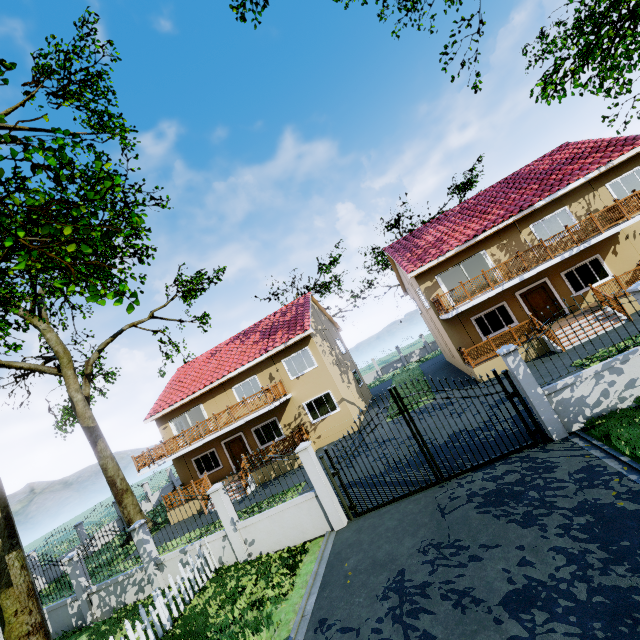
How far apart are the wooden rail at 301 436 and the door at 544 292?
14.4 meters

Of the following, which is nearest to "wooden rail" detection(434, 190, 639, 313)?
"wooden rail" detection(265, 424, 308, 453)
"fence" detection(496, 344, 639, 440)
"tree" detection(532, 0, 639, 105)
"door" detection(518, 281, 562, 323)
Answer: "door" detection(518, 281, 562, 323)

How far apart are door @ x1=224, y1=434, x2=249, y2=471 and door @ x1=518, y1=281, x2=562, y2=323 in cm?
1861

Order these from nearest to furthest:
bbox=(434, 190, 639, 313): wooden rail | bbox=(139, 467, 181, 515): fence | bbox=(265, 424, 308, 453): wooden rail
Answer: bbox=(434, 190, 639, 313): wooden rail < bbox=(265, 424, 308, 453): wooden rail < bbox=(139, 467, 181, 515): fence

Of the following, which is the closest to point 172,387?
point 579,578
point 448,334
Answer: point 448,334

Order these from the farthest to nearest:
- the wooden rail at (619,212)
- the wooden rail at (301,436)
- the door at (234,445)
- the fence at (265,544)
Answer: the door at (234,445) < the wooden rail at (301,436) < the wooden rail at (619,212) < the fence at (265,544)

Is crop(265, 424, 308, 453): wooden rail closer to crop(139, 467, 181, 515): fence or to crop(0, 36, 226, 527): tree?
crop(139, 467, 181, 515): fence

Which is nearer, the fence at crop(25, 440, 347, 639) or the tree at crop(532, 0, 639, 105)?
the fence at crop(25, 440, 347, 639)
